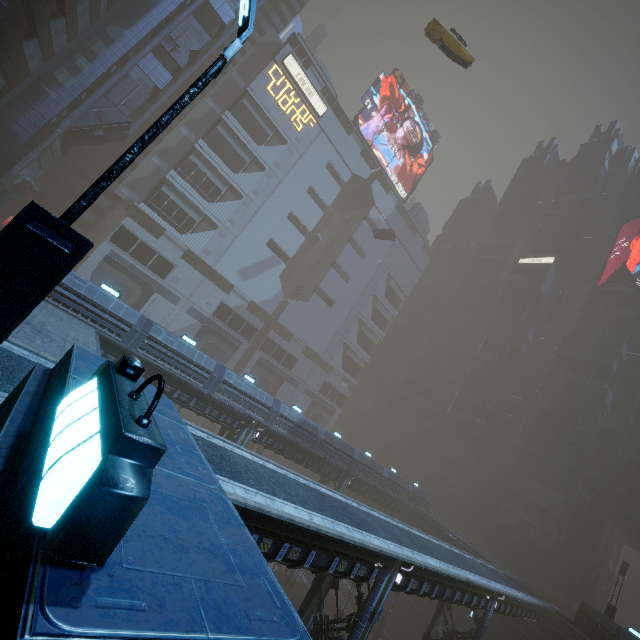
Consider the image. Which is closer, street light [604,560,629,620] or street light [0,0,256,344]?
street light [0,0,256,344]

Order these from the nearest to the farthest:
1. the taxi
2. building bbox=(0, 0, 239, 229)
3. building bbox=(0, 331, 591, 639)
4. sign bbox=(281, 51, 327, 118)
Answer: building bbox=(0, 331, 591, 639) < the taxi < building bbox=(0, 0, 239, 229) < sign bbox=(281, 51, 327, 118)

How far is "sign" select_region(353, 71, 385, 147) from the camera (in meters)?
58.00

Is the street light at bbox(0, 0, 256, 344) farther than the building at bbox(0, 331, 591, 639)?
Yes

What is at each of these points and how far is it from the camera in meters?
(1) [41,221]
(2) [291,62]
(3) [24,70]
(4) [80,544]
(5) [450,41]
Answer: A:
(1) street light, 2.9
(2) sign, 48.9
(3) building, 26.3
(4) building, 1.0
(5) taxi, 24.0

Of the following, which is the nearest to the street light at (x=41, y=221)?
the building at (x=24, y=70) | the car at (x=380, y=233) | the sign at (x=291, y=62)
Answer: the building at (x=24, y=70)

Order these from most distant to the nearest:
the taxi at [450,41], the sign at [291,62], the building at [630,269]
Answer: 1. the building at [630,269]
2. the sign at [291,62]
3. the taxi at [450,41]

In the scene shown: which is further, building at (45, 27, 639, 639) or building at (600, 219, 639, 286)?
building at (600, 219, 639, 286)
